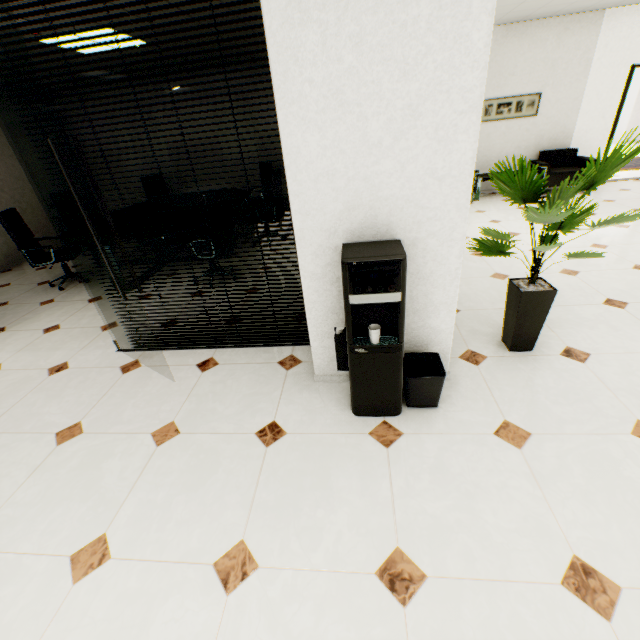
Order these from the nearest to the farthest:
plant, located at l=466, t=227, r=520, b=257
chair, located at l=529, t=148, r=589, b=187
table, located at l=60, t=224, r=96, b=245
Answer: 1. plant, located at l=466, t=227, r=520, b=257
2. table, located at l=60, t=224, r=96, b=245
3. chair, located at l=529, t=148, r=589, b=187

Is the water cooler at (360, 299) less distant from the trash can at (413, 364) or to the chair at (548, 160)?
the trash can at (413, 364)

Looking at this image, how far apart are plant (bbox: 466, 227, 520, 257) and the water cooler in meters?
0.7 m

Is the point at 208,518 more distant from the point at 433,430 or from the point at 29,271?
the point at 29,271

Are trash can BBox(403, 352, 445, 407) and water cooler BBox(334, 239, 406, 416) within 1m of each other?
yes

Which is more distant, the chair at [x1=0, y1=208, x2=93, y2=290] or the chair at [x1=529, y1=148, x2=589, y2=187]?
the chair at [x1=529, y1=148, x2=589, y2=187]

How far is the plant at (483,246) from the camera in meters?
2.2

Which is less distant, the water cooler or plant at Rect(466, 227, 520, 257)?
the water cooler
